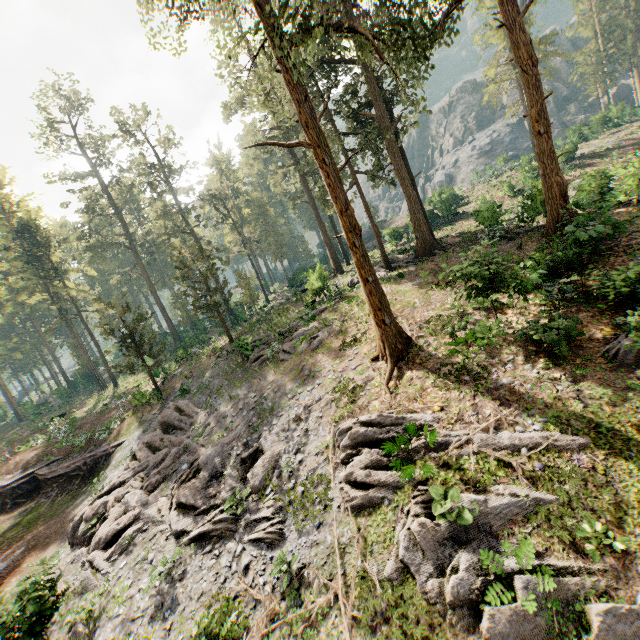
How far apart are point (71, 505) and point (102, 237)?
35.69m

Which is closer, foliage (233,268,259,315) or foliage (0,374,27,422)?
foliage (233,268,259,315)

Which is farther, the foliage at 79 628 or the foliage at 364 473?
the foliage at 79 628

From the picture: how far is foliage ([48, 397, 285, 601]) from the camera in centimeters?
1224cm

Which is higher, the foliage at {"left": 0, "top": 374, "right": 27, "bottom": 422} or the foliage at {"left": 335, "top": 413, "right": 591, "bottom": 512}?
the foliage at {"left": 0, "top": 374, "right": 27, "bottom": 422}

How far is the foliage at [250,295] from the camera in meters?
39.2 m
